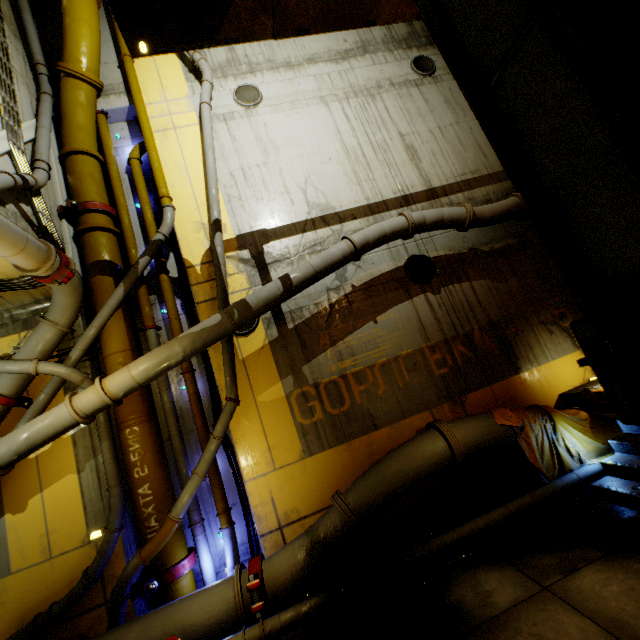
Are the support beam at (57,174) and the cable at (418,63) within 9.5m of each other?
no

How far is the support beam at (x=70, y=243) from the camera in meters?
7.2 m

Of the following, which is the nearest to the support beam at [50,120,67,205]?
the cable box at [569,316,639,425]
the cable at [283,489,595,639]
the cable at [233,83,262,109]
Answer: the cable at [233,83,262,109]

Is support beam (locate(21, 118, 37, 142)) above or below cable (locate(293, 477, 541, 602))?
above

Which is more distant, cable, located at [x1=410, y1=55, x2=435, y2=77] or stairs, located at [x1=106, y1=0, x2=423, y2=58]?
cable, located at [x1=410, y1=55, x2=435, y2=77]

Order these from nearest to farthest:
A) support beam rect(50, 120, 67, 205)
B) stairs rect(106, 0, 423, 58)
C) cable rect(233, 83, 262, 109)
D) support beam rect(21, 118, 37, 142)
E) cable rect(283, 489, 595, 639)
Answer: stairs rect(106, 0, 423, 58) → cable rect(283, 489, 595, 639) → support beam rect(21, 118, 37, 142) → support beam rect(50, 120, 67, 205) → cable rect(233, 83, 262, 109)

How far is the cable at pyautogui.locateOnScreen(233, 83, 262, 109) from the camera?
9.0 meters

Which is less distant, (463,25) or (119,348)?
(463,25)
